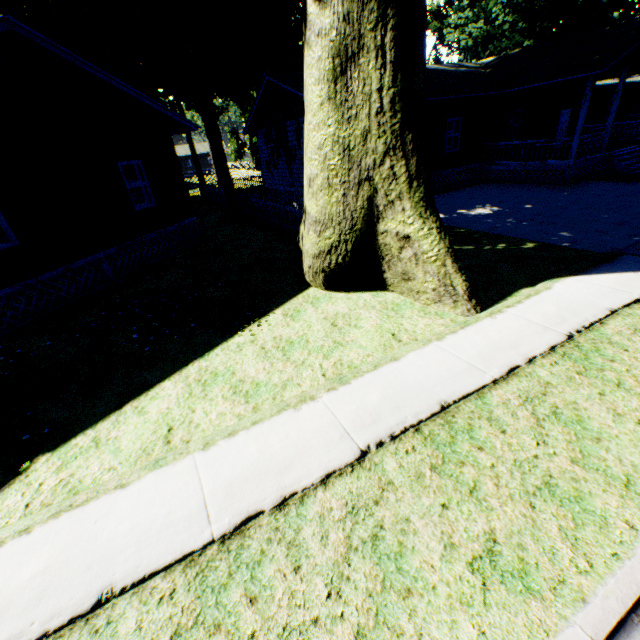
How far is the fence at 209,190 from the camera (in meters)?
24.58

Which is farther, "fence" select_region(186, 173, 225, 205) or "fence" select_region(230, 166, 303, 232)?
"fence" select_region(186, 173, 225, 205)

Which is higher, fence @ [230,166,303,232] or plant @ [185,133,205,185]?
plant @ [185,133,205,185]

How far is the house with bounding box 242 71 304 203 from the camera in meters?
16.0

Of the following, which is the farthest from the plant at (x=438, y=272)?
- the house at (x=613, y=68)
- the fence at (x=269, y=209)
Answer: the house at (x=613, y=68)

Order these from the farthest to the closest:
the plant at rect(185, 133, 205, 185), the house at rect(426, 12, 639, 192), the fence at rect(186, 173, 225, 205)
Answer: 1. the plant at rect(185, 133, 205, 185)
2. the fence at rect(186, 173, 225, 205)
3. the house at rect(426, 12, 639, 192)

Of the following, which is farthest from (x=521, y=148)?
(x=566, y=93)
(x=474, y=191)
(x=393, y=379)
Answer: (x=393, y=379)
